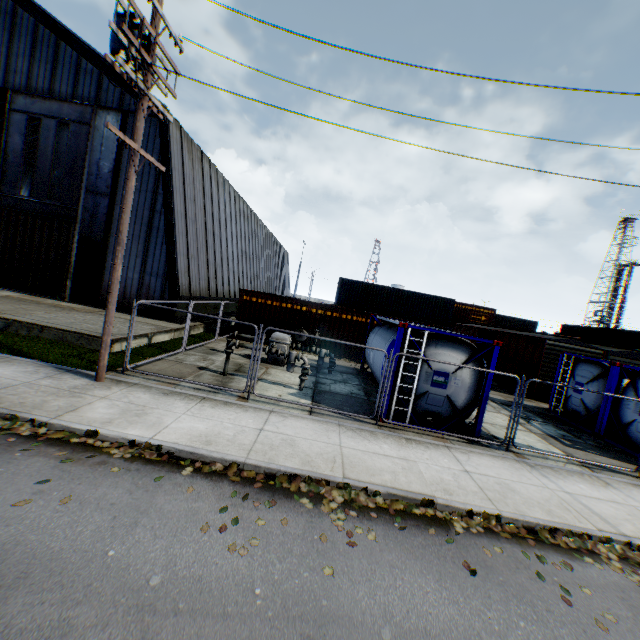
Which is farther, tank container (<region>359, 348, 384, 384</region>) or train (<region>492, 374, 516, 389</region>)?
train (<region>492, 374, 516, 389</region>)

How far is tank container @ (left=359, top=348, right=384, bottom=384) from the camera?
11.2m

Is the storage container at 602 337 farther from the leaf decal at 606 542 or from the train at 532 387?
the leaf decal at 606 542

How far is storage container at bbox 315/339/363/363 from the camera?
18.73m

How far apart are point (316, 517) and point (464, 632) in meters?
2.3

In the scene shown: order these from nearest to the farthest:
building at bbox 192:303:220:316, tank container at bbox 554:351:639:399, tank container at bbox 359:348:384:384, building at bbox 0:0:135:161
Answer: tank container at bbox 359:348:384:384 → tank container at bbox 554:351:639:399 → building at bbox 0:0:135:161 → building at bbox 192:303:220:316

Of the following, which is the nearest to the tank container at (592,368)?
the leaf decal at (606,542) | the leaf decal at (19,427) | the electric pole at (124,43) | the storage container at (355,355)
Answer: the electric pole at (124,43)

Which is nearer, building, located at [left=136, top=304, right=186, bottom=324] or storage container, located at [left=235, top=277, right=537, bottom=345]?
building, located at [left=136, top=304, right=186, bottom=324]
